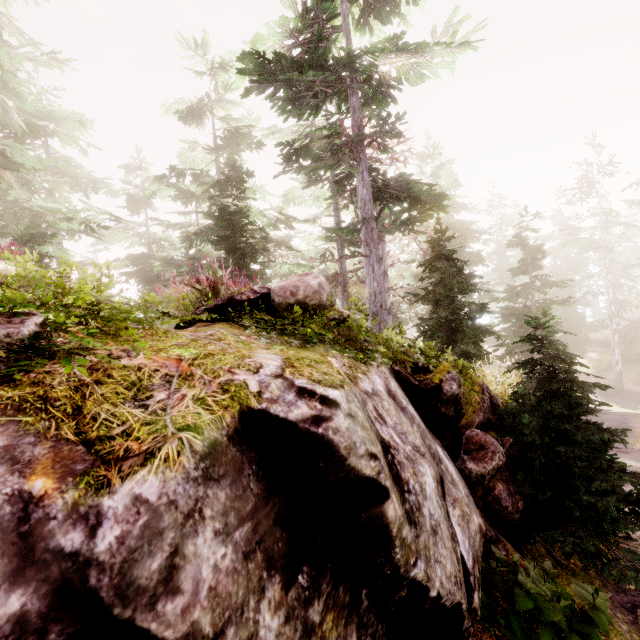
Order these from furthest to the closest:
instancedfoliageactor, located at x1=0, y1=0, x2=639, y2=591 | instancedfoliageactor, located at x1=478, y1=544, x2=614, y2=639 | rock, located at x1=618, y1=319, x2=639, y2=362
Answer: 1. rock, located at x1=618, y1=319, x2=639, y2=362
2. instancedfoliageactor, located at x1=0, y1=0, x2=639, y2=591
3. instancedfoliageactor, located at x1=478, y1=544, x2=614, y2=639

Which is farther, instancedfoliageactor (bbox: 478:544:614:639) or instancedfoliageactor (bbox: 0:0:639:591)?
instancedfoliageactor (bbox: 0:0:639:591)

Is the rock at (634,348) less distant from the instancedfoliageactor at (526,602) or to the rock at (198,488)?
the instancedfoliageactor at (526,602)

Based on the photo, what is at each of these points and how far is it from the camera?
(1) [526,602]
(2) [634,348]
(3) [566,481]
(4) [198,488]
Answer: (1) instancedfoliageactor, 2.8m
(2) rock, 32.8m
(3) instancedfoliageactor, 4.6m
(4) rock, 1.3m

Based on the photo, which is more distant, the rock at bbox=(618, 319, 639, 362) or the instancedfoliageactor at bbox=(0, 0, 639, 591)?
the rock at bbox=(618, 319, 639, 362)

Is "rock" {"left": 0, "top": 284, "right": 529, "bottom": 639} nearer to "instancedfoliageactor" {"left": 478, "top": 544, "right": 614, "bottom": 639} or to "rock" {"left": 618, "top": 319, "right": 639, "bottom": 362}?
"instancedfoliageactor" {"left": 478, "top": 544, "right": 614, "bottom": 639}

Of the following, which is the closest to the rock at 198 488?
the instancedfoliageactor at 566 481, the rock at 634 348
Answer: the instancedfoliageactor at 566 481

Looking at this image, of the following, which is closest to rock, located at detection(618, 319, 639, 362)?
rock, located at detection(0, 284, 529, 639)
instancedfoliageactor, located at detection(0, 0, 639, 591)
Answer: instancedfoliageactor, located at detection(0, 0, 639, 591)
